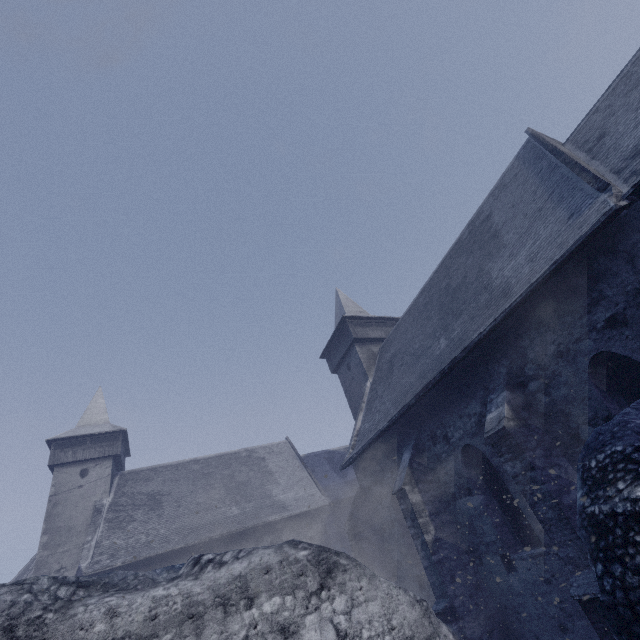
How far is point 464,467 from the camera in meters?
9.4
